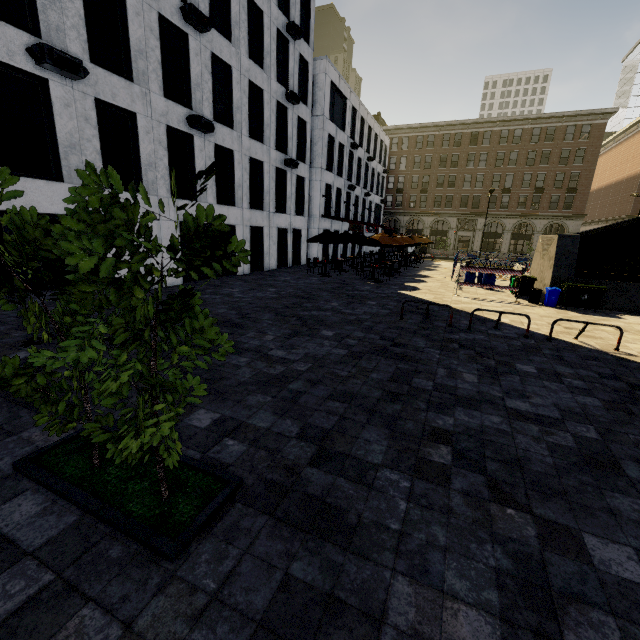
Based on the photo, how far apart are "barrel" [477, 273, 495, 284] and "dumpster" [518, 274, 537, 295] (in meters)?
1.18

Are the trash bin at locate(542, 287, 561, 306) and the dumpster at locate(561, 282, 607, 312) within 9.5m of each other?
yes

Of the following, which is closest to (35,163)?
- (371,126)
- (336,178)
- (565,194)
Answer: (336,178)

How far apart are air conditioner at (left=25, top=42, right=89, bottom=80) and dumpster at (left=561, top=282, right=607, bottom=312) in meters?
19.5

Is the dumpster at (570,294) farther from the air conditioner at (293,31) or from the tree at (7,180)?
the air conditioner at (293,31)

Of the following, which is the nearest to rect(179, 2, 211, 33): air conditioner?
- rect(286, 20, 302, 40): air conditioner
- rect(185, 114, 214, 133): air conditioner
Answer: rect(185, 114, 214, 133): air conditioner

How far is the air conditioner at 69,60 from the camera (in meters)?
9.01

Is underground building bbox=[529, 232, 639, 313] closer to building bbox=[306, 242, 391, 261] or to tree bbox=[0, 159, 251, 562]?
tree bbox=[0, 159, 251, 562]
